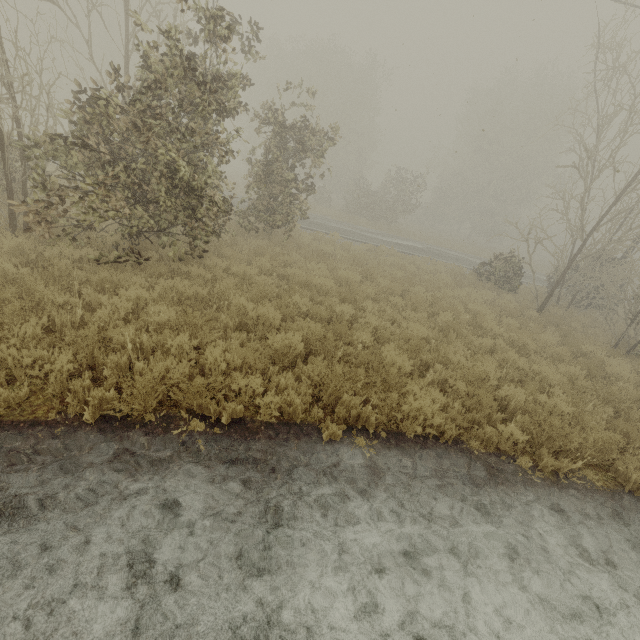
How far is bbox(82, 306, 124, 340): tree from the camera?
4.4 meters

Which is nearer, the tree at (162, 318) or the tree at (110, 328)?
the tree at (110, 328)

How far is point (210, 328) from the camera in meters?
5.8

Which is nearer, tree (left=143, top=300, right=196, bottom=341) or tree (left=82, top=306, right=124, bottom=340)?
tree (left=82, top=306, right=124, bottom=340)

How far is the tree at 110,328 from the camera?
4.4m
